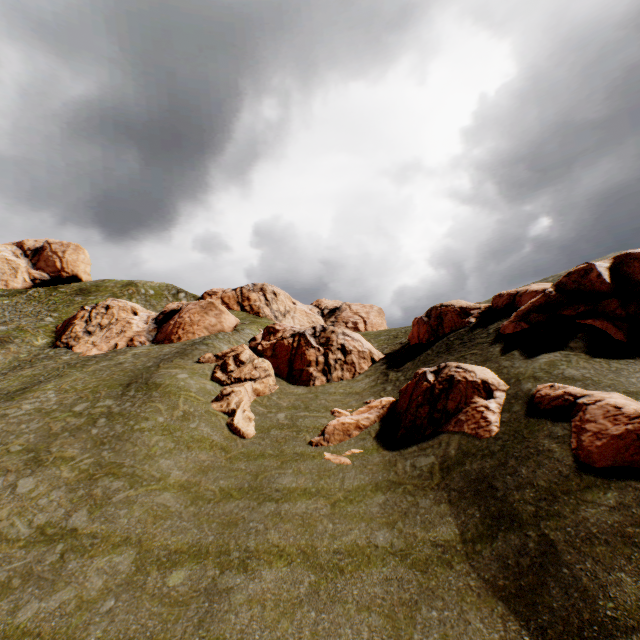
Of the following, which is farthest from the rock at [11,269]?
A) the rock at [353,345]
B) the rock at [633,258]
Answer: the rock at [353,345]

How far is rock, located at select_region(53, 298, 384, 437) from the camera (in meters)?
24.56

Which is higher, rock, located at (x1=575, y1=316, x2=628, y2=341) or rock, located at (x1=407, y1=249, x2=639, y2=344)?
rock, located at (x1=407, y1=249, x2=639, y2=344)

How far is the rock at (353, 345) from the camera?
24.6m

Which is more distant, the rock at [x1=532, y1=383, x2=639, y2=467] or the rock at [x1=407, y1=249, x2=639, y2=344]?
the rock at [x1=407, y1=249, x2=639, y2=344]

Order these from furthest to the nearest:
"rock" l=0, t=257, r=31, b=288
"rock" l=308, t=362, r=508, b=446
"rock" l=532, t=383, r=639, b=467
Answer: "rock" l=0, t=257, r=31, b=288, "rock" l=308, t=362, r=508, b=446, "rock" l=532, t=383, r=639, b=467

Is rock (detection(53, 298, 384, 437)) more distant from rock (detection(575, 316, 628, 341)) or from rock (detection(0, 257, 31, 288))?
rock (detection(0, 257, 31, 288))

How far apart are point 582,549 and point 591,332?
12.2 meters
